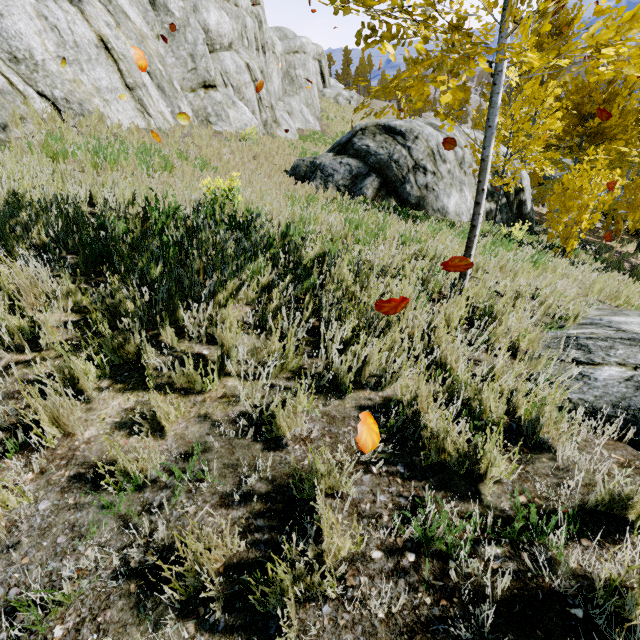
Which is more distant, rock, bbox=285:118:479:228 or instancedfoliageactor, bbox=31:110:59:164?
rock, bbox=285:118:479:228

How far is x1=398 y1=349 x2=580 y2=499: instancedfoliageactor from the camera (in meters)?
1.90

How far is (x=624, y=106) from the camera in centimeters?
2172cm

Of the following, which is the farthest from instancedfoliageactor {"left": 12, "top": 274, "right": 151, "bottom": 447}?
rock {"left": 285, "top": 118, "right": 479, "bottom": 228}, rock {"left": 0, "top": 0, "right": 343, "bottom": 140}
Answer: rock {"left": 285, "top": 118, "right": 479, "bottom": 228}

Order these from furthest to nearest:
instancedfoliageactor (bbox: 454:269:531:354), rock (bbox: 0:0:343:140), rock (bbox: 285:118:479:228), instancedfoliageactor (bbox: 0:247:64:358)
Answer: rock (bbox: 285:118:479:228)
rock (bbox: 0:0:343:140)
instancedfoliageactor (bbox: 454:269:531:354)
instancedfoliageactor (bbox: 0:247:64:358)

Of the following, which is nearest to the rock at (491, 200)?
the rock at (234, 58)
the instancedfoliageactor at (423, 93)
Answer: the instancedfoliageactor at (423, 93)

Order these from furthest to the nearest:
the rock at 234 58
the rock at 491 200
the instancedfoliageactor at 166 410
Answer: the rock at 491 200 < the rock at 234 58 < the instancedfoliageactor at 166 410
